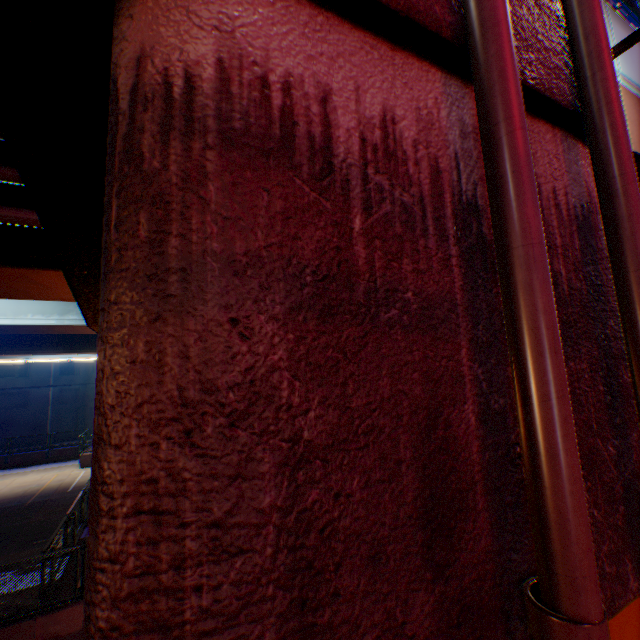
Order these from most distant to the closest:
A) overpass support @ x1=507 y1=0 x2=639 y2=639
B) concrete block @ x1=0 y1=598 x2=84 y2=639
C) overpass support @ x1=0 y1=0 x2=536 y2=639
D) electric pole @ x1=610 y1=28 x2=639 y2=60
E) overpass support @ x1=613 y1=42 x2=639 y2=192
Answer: concrete block @ x1=0 y1=598 x2=84 y2=639
overpass support @ x1=613 y1=42 x2=639 y2=192
electric pole @ x1=610 y1=28 x2=639 y2=60
overpass support @ x1=507 y1=0 x2=639 y2=639
overpass support @ x1=0 y1=0 x2=536 y2=639

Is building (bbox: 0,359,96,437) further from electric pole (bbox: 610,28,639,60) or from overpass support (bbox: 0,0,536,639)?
electric pole (bbox: 610,28,639,60)

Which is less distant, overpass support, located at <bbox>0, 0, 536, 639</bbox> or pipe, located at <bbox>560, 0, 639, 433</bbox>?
overpass support, located at <bbox>0, 0, 536, 639</bbox>

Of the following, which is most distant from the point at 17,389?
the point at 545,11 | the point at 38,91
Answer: the point at 545,11

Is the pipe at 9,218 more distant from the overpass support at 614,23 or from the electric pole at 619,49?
the electric pole at 619,49

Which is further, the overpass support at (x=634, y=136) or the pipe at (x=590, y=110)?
the overpass support at (x=634, y=136)

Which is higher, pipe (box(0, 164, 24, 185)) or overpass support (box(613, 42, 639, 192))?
overpass support (box(613, 42, 639, 192))

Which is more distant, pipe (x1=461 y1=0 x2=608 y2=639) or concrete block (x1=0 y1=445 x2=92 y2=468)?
concrete block (x1=0 y1=445 x2=92 y2=468)
